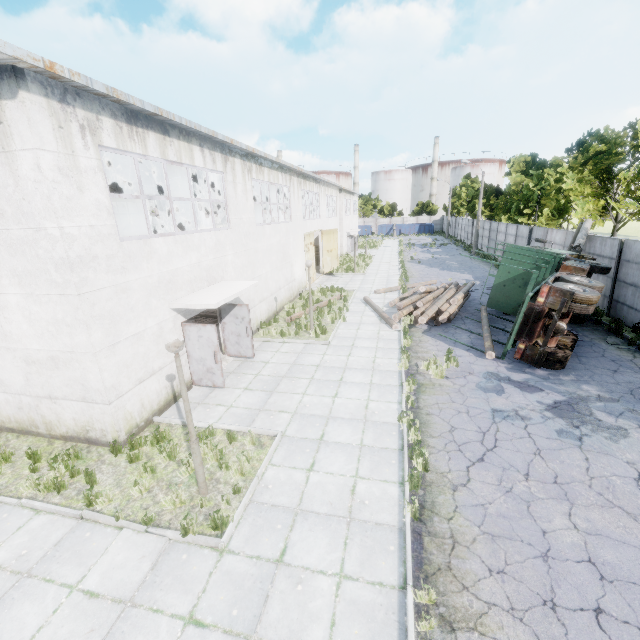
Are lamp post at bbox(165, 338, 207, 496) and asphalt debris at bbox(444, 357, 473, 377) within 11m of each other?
yes

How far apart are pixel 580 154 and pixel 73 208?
26.2 meters

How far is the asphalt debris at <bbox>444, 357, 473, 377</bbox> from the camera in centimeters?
1061cm

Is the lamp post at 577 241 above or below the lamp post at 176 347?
above

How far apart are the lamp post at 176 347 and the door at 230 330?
6.2m

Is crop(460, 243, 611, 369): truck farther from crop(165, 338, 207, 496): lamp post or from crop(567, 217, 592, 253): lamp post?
crop(165, 338, 207, 496): lamp post

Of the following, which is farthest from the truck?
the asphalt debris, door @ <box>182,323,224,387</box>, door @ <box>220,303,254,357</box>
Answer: door @ <box>182,323,224,387</box>

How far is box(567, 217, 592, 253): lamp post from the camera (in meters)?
16.09
